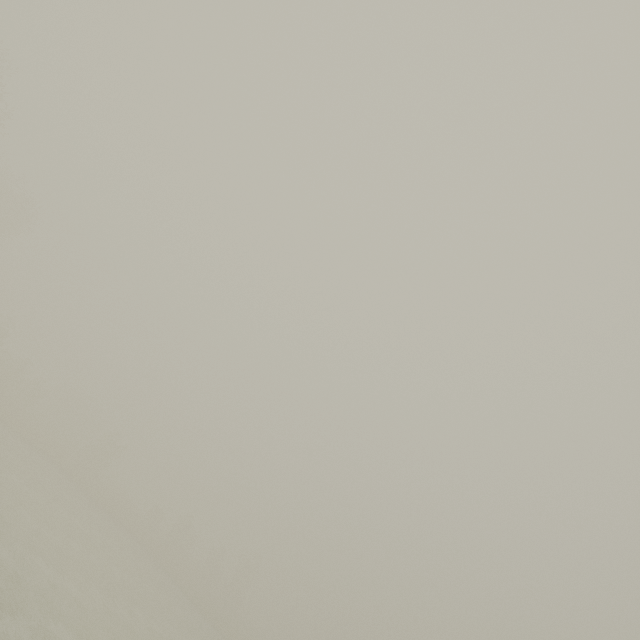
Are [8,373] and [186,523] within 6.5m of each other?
no
